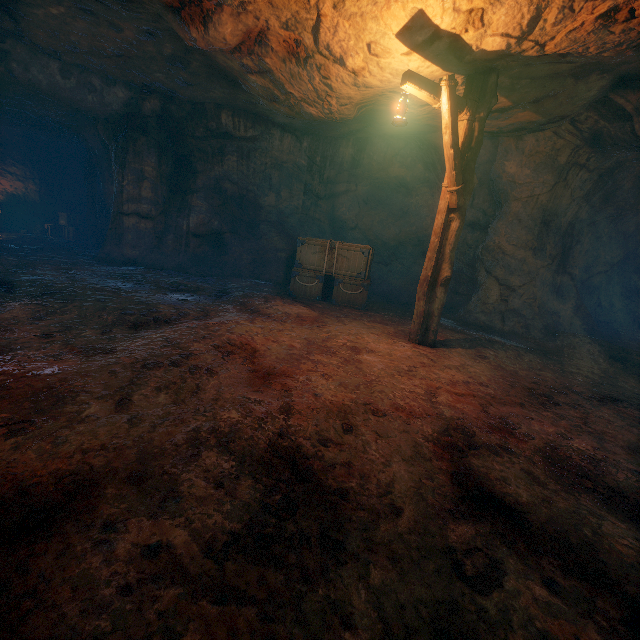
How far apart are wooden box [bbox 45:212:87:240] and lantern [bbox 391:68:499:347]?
16.7m

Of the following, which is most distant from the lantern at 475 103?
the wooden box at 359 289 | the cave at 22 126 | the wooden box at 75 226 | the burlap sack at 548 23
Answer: the wooden box at 75 226

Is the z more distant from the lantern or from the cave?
the cave

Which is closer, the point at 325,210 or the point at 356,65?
the point at 356,65

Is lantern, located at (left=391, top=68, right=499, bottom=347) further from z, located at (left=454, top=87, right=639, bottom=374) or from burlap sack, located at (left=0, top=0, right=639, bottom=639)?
z, located at (left=454, top=87, right=639, bottom=374)

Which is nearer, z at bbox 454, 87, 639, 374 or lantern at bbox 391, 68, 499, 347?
lantern at bbox 391, 68, 499, 347

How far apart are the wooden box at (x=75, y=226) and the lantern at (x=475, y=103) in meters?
16.7

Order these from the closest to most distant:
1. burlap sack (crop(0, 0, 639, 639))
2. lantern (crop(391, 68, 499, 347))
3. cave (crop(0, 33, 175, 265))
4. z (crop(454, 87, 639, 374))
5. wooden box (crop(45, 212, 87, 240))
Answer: burlap sack (crop(0, 0, 639, 639))
lantern (crop(391, 68, 499, 347))
z (crop(454, 87, 639, 374))
cave (crop(0, 33, 175, 265))
wooden box (crop(45, 212, 87, 240))
